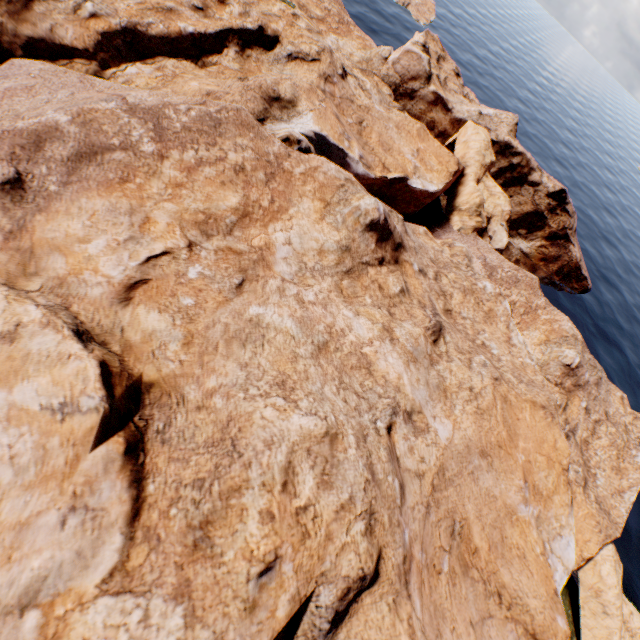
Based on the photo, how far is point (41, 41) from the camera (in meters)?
20.22
